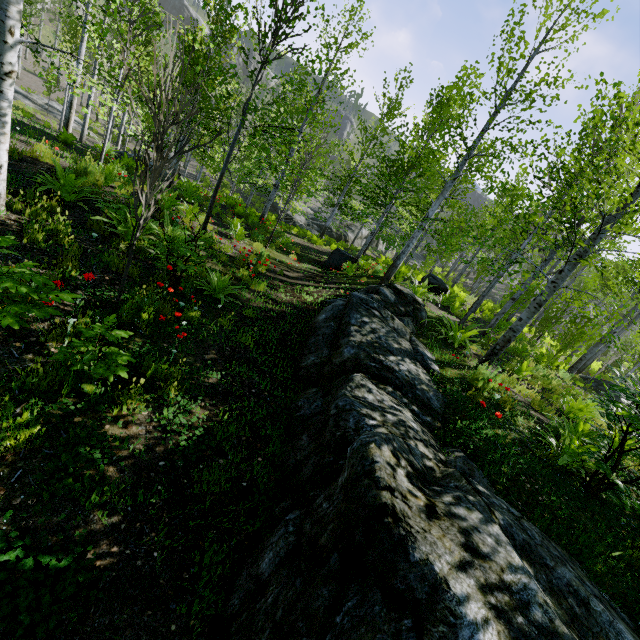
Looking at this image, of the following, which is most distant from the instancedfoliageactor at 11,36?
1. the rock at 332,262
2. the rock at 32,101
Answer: the rock at 32,101

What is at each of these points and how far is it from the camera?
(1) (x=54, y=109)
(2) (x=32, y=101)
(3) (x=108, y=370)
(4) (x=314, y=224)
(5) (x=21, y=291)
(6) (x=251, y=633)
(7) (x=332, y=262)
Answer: (1) rock, 29.91m
(2) rock, 28.05m
(3) instancedfoliageactor, 3.18m
(4) rock, 33.19m
(5) instancedfoliageactor, 2.46m
(6) rock, 2.07m
(7) rock, 13.51m

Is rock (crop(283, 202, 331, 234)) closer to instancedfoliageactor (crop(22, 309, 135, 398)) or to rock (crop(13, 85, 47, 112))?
instancedfoliageactor (crop(22, 309, 135, 398))

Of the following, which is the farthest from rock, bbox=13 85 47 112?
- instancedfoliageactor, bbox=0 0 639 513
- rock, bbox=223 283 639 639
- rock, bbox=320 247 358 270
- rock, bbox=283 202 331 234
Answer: rock, bbox=223 283 639 639

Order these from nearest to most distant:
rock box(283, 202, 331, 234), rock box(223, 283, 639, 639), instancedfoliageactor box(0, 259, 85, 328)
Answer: rock box(223, 283, 639, 639) → instancedfoliageactor box(0, 259, 85, 328) → rock box(283, 202, 331, 234)

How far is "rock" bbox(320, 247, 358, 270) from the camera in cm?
1340

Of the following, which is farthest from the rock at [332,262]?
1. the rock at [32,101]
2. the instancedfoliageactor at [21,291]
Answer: the rock at [32,101]

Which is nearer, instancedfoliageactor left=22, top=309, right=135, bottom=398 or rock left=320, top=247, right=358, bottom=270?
instancedfoliageactor left=22, top=309, right=135, bottom=398
